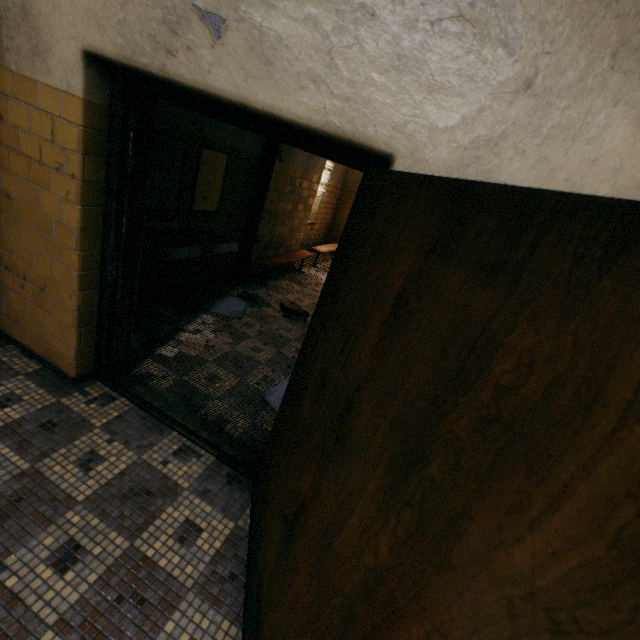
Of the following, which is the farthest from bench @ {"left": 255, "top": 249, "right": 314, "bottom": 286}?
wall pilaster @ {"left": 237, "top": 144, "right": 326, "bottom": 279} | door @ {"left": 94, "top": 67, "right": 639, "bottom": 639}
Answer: door @ {"left": 94, "top": 67, "right": 639, "bottom": 639}

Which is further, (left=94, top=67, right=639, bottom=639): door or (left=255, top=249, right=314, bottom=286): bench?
(left=255, top=249, right=314, bottom=286): bench

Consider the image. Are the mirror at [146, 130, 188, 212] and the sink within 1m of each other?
yes

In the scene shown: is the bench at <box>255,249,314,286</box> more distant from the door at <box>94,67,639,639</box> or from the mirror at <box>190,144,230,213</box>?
the door at <box>94,67,639,639</box>

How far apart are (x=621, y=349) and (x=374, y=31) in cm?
137

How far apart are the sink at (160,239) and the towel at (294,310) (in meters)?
1.16

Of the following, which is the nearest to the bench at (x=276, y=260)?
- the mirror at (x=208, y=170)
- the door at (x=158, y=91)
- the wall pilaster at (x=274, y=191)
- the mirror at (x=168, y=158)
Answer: the wall pilaster at (x=274, y=191)

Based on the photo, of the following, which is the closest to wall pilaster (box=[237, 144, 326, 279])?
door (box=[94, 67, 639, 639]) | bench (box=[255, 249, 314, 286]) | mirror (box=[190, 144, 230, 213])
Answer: bench (box=[255, 249, 314, 286])
